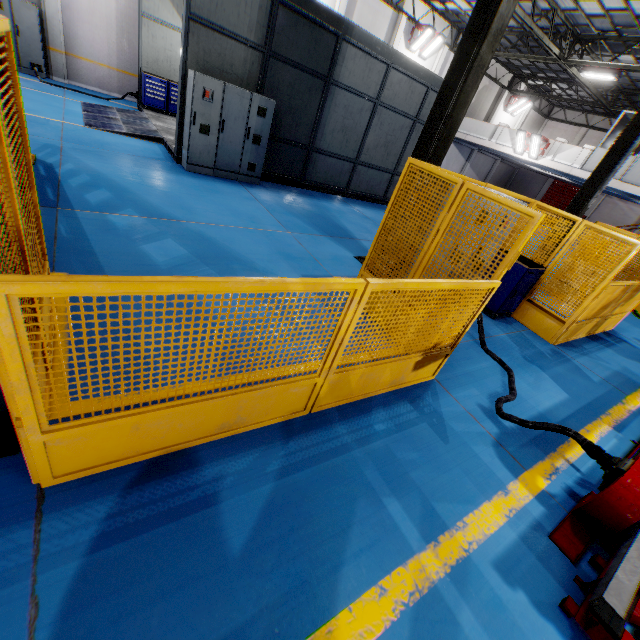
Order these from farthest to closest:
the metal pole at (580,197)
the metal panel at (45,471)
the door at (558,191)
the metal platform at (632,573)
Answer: the door at (558,191), the metal pole at (580,197), the metal platform at (632,573), the metal panel at (45,471)

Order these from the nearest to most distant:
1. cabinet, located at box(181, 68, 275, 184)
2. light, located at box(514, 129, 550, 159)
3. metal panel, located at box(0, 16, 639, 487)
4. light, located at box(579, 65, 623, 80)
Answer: metal panel, located at box(0, 16, 639, 487)
cabinet, located at box(181, 68, 275, 184)
light, located at box(579, 65, 623, 80)
light, located at box(514, 129, 550, 159)

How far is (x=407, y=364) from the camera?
3.6 meters

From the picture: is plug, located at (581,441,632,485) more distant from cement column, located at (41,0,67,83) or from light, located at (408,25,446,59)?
light, located at (408,25,446,59)

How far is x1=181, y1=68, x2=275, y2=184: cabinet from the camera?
7.7m

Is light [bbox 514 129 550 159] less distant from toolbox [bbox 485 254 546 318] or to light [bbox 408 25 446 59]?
light [bbox 408 25 446 59]

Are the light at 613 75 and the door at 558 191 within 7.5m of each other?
no

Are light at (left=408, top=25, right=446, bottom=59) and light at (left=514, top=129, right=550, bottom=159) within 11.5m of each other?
yes
